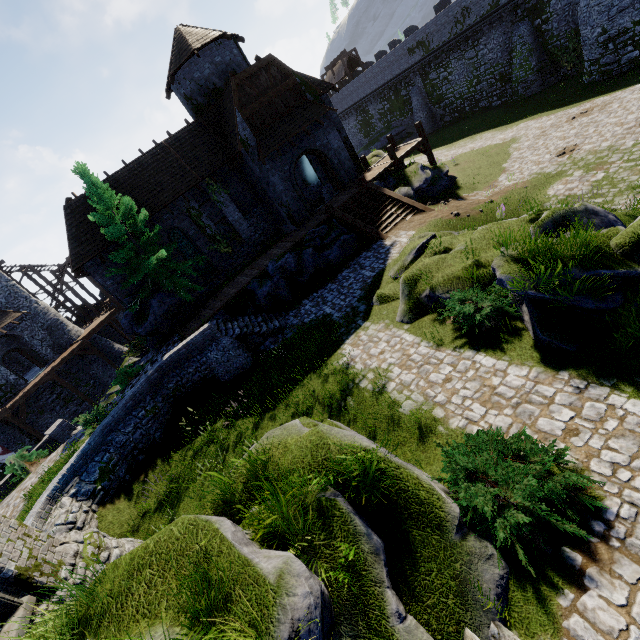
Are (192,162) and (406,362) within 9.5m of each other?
no

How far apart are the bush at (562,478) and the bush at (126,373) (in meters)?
18.39

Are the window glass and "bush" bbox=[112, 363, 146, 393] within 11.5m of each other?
yes

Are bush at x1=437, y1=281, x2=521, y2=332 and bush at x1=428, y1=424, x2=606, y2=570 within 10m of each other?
yes

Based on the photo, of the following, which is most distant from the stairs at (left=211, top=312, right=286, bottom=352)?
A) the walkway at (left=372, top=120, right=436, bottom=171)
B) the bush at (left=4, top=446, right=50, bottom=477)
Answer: the walkway at (left=372, top=120, right=436, bottom=171)

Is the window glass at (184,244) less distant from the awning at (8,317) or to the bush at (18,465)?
the bush at (18,465)

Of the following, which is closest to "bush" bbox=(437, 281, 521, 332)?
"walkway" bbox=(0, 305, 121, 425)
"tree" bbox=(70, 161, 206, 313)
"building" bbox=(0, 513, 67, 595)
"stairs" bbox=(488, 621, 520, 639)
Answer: "stairs" bbox=(488, 621, 520, 639)

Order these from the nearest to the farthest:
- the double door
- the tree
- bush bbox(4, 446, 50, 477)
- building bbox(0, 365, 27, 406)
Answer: bush bbox(4, 446, 50, 477) < the tree < the double door < building bbox(0, 365, 27, 406)
